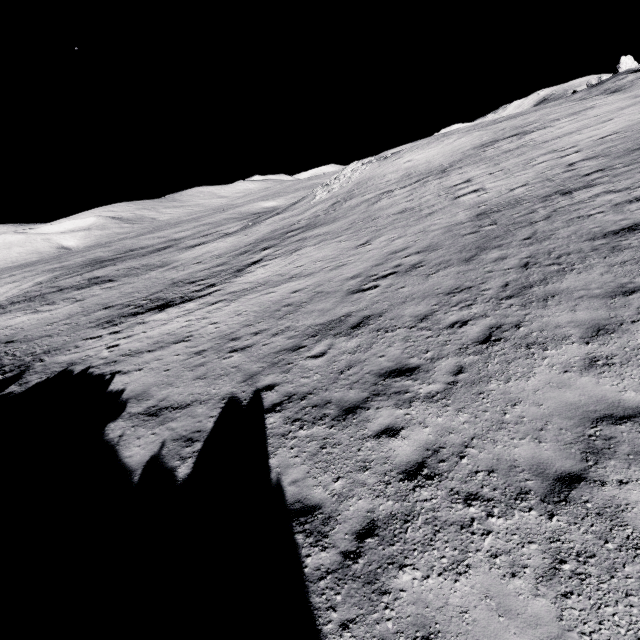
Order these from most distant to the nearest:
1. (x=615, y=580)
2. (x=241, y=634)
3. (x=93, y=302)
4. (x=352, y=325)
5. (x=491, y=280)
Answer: (x=93, y=302)
(x=352, y=325)
(x=491, y=280)
(x=241, y=634)
(x=615, y=580)
